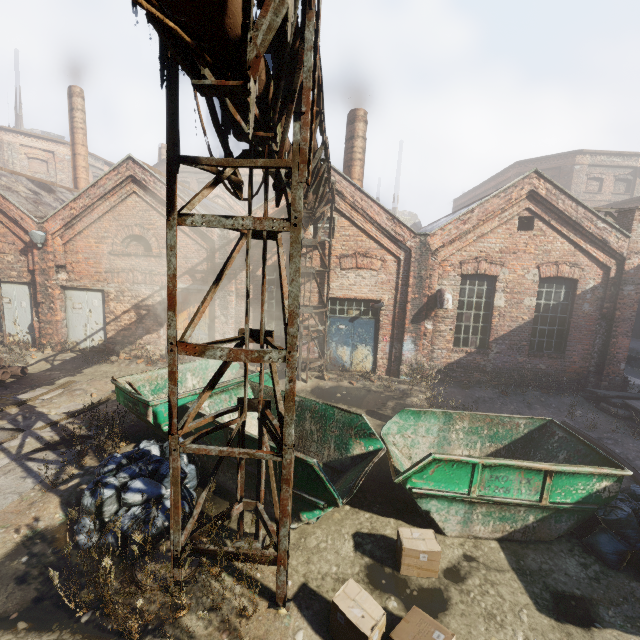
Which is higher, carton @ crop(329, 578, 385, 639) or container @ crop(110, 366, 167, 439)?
container @ crop(110, 366, 167, 439)

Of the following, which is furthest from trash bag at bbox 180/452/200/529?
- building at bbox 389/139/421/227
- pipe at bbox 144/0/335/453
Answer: building at bbox 389/139/421/227

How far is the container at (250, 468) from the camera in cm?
534

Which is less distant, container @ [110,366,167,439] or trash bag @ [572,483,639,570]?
trash bag @ [572,483,639,570]

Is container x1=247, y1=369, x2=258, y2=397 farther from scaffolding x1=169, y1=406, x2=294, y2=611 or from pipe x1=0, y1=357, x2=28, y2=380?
pipe x1=0, y1=357, x2=28, y2=380

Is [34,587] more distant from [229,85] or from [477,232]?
[477,232]

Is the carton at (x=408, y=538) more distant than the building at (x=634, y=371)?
No

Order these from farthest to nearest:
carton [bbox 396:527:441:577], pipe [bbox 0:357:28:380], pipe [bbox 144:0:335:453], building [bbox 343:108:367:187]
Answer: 1. building [bbox 343:108:367:187]
2. pipe [bbox 0:357:28:380]
3. carton [bbox 396:527:441:577]
4. pipe [bbox 144:0:335:453]
